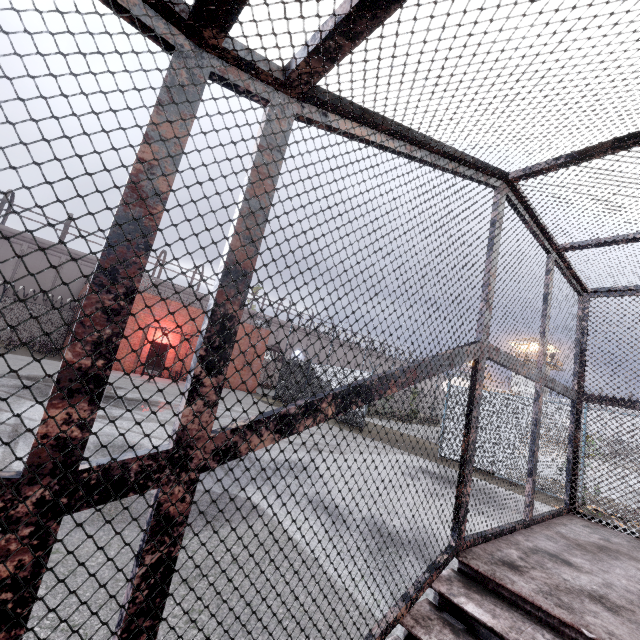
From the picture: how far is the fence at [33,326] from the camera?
20.8 meters

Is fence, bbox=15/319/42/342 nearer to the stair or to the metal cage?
the metal cage

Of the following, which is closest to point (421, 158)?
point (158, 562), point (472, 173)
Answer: point (472, 173)

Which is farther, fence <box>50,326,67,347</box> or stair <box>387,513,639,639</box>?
fence <box>50,326,67,347</box>

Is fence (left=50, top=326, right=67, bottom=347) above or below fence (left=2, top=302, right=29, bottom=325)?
below

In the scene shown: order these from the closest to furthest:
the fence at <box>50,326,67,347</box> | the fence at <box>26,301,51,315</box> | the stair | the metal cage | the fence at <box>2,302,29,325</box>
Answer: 1. the metal cage
2. the stair
3. the fence at <box>2,302,29,325</box>
4. the fence at <box>26,301,51,315</box>
5. the fence at <box>50,326,67,347</box>

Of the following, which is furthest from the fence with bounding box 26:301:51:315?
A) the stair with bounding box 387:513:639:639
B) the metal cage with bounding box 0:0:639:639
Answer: the stair with bounding box 387:513:639:639

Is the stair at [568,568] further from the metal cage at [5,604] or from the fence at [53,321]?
the fence at [53,321]
